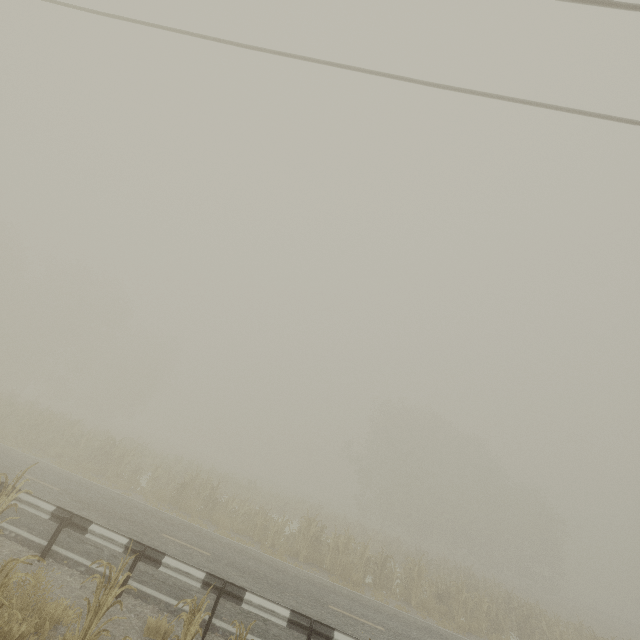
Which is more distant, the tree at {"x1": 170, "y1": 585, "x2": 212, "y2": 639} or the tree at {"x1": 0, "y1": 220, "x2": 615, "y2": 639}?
the tree at {"x1": 0, "y1": 220, "x2": 615, "y2": 639}

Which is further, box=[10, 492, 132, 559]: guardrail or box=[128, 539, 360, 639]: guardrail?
box=[10, 492, 132, 559]: guardrail

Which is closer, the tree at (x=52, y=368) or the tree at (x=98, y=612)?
the tree at (x=98, y=612)

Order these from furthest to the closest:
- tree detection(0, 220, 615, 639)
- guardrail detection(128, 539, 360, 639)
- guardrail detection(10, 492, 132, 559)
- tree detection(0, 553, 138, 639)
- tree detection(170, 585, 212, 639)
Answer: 1. tree detection(0, 220, 615, 639)
2. guardrail detection(10, 492, 132, 559)
3. guardrail detection(128, 539, 360, 639)
4. tree detection(170, 585, 212, 639)
5. tree detection(0, 553, 138, 639)

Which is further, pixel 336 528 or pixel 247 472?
pixel 247 472

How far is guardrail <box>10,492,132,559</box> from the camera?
7.29m
